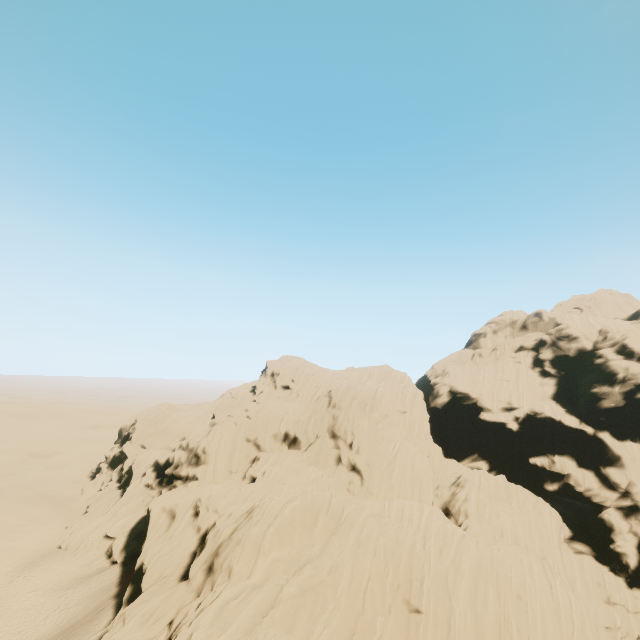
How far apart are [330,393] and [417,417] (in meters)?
15.90
